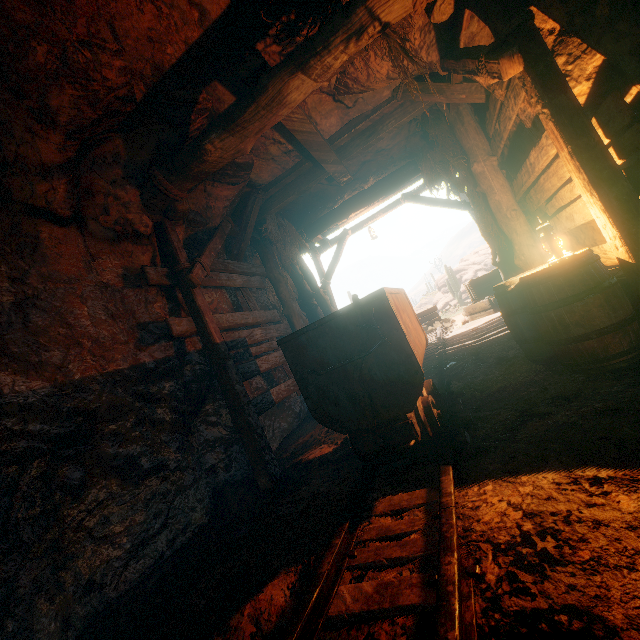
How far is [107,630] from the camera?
2.4m

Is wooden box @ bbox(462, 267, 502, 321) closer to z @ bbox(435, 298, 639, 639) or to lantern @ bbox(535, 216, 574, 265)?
z @ bbox(435, 298, 639, 639)

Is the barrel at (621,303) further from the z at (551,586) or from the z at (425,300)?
the z at (425,300)

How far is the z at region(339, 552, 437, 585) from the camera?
1.63m

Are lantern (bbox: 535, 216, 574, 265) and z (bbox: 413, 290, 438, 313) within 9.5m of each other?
no

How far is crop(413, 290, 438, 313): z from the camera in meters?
39.8

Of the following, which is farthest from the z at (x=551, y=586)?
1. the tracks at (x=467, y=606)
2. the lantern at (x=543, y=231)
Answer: the lantern at (x=543, y=231)
